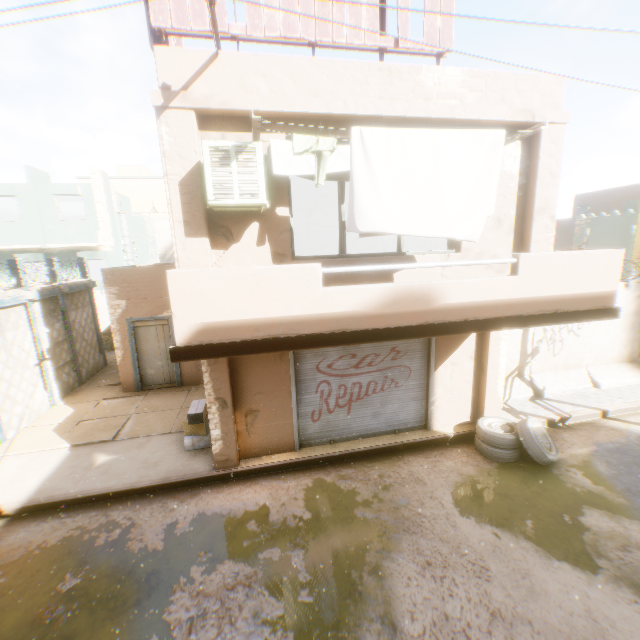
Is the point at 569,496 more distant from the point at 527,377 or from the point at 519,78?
the point at 519,78

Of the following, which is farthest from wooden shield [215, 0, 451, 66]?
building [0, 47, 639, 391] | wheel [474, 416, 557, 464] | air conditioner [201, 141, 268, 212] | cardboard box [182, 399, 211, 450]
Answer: wheel [474, 416, 557, 464]

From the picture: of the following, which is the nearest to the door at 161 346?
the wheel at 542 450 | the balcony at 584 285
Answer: the balcony at 584 285

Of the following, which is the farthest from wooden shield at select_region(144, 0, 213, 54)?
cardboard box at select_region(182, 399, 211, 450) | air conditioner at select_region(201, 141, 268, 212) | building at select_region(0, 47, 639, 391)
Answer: cardboard box at select_region(182, 399, 211, 450)

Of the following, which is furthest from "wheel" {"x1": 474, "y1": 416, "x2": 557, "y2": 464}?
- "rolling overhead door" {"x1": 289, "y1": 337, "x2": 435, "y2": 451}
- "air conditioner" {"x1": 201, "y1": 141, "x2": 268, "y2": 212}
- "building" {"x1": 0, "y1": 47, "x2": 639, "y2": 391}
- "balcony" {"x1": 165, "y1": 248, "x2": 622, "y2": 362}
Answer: "air conditioner" {"x1": 201, "y1": 141, "x2": 268, "y2": 212}

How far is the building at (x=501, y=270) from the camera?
5.8m

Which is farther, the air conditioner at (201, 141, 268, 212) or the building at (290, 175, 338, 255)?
the building at (290, 175, 338, 255)
